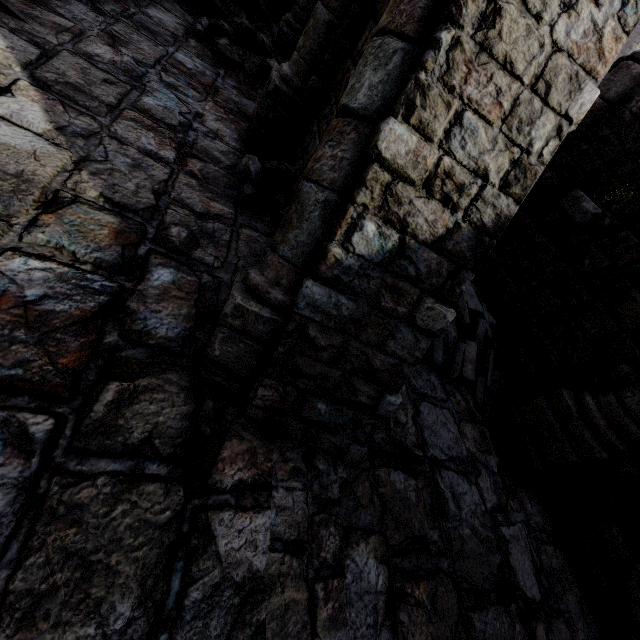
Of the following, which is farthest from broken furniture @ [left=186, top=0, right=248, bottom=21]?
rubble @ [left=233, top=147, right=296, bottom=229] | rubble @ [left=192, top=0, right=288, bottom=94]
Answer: rubble @ [left=233, top=147, right=296, bottom=229]

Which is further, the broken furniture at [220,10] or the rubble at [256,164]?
the broken furniture at [220,10]

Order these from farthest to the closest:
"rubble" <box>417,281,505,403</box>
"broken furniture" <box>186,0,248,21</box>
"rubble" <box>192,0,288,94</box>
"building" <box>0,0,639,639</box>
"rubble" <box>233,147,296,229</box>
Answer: "broken furniture" <box>186,0,248,21</box>, "rubble" <box>192,0,288,94</box>, "rubble" <box>417,281,505,403</box>, "rubble" <box>233,147,296,229</box>, "building" <box>0,0,639,639</box>

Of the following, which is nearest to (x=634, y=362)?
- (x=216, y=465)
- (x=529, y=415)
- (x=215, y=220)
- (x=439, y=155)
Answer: (x=529, y=415)

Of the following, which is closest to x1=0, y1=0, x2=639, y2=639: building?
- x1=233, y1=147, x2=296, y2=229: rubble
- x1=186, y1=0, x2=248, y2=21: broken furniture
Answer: x1=233, y1=147, x2=296, y2=229: rubble

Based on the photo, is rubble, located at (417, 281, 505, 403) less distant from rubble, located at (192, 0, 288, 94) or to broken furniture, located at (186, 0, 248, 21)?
rubble, located at (192, 0, 288, 94)

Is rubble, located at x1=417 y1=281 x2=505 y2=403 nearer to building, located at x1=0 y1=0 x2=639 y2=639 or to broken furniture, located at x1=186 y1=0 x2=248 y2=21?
building, located at x1=0 y1=0 x2=639 y2=639

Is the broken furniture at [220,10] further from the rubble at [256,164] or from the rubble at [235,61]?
the rubble at [256,164]
